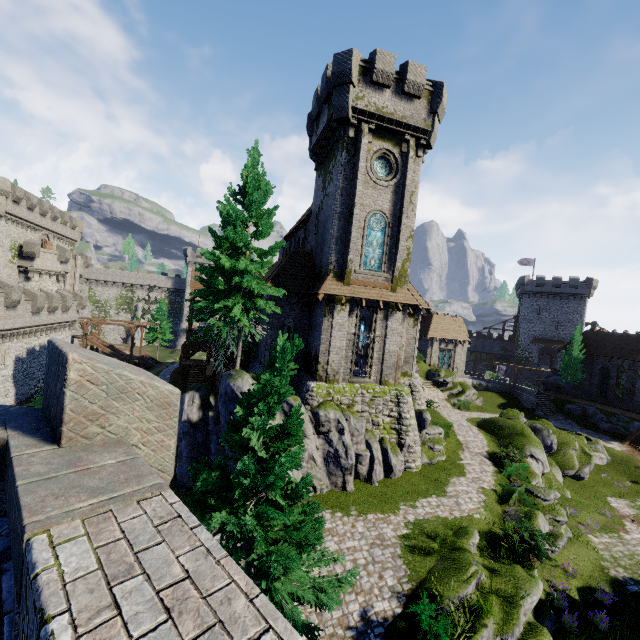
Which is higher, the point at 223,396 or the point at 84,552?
the point at 84,552

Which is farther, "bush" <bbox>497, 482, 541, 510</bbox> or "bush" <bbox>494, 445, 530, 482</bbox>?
"bush" <bbox>494, 445, 530, 482</bbox>

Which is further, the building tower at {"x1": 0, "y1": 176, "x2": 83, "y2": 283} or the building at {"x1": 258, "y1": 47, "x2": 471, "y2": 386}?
the building tower at {"x1": 0, "y1": 176, "x2": 83, "y2": 283}

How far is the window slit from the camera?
22.36m

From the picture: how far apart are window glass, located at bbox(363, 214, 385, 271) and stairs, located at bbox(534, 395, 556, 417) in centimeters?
3274cm

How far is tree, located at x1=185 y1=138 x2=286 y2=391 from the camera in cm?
1655

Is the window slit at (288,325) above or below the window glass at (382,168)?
below

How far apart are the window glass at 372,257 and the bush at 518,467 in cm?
1558
